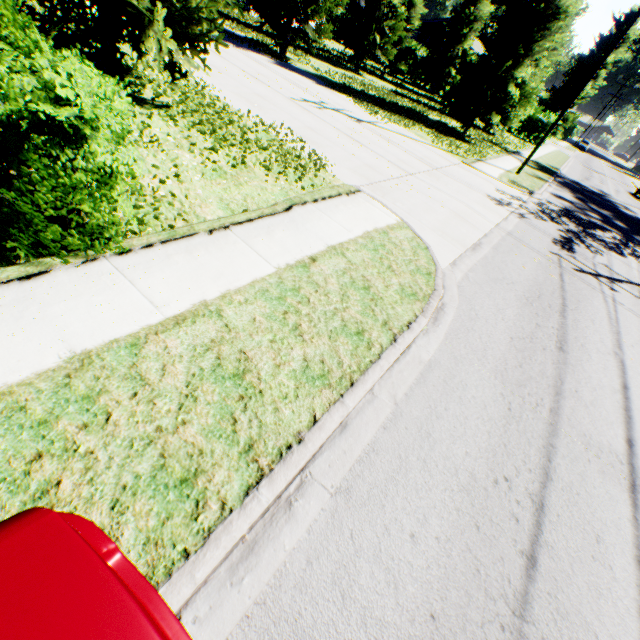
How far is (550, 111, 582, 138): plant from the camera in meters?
53.8 m

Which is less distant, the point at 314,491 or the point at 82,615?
the point at 82,615

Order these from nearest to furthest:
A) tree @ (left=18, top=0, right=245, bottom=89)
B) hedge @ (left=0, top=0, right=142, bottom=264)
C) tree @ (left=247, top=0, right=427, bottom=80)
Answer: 1. hedge @ (left=0, top=0, right=142, bottom=264)
2. tree @ (left=18, top=0, right=245, bottom=89)
3. tree @ (left=247, top=0, right=427, bottom=80)

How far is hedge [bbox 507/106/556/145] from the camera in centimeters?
3312cm

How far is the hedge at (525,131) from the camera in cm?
3312

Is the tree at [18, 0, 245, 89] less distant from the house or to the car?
the car

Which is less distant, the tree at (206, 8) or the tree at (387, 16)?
the tree at (206, 8)

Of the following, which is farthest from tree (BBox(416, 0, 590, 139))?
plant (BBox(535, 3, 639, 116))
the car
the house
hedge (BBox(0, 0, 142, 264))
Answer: plant (BBox(535, 3, 639, 116))
